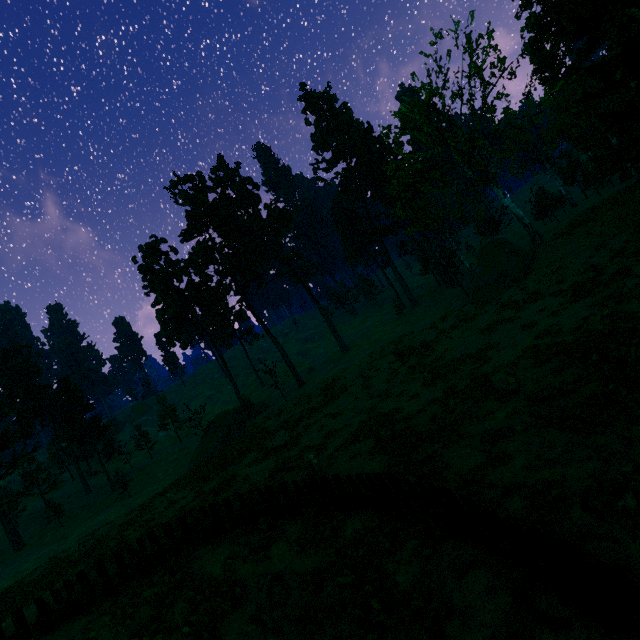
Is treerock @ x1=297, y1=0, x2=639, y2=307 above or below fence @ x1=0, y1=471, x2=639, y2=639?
above

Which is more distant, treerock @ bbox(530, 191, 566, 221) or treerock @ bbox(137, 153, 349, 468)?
treerock @ bbox(137, 153, 349, 468)

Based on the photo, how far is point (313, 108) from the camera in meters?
55.4

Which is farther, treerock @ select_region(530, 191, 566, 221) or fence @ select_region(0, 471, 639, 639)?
treerock @ select_region(530, 191, 566, 221)

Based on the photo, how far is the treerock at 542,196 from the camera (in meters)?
35.53

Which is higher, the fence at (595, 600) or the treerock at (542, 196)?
the treerock at (542, 196)

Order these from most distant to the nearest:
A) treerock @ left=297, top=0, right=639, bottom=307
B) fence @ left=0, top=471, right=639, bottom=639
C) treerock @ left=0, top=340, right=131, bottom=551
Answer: treerock @ left=0, top=340, right=131, bottom=551 < treerock @ left=297, top=0, right=639, bottom=307 < fence @ left=0, top=471, right=639, bottom=639
